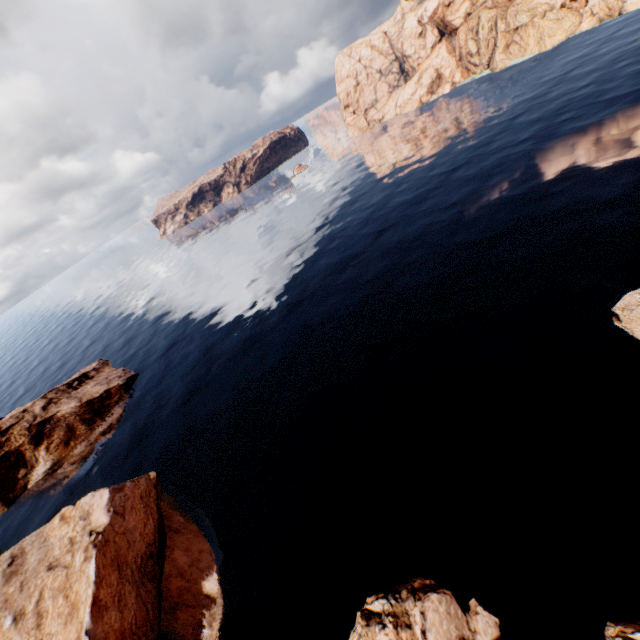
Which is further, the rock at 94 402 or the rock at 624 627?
the rock at 94 402

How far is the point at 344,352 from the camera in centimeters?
3703cm

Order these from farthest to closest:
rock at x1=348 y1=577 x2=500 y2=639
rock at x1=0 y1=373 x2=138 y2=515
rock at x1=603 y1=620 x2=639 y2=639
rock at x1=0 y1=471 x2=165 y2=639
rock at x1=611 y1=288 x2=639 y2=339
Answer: rock at x1=0 y1=373 x2=138 y2=515 → rock at x1=611 y1=288 x2=639 y2=339 → rock at x1=0 y1=471 x2=165 y2=639 → rock at x1=348 y1=577 x2=500 y2=639 → rock at x1=603 y1=620 x2=639 y2=639

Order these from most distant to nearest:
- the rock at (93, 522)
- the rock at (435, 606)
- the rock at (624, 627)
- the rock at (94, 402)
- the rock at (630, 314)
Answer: the rock at (94, 402) < the rock at (630, 314) < the rock at (93, 522) < the rock at (435, 606) < the rock at (624, 627)

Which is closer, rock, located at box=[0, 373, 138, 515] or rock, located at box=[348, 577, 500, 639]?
rock, located at box=[348, 577, 500, 639]

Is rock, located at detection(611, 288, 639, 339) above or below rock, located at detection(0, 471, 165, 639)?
below
